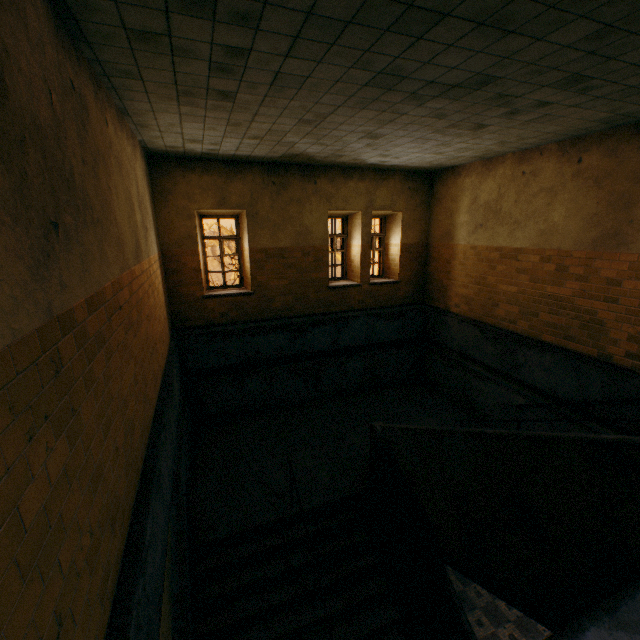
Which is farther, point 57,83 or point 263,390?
point 263,390
